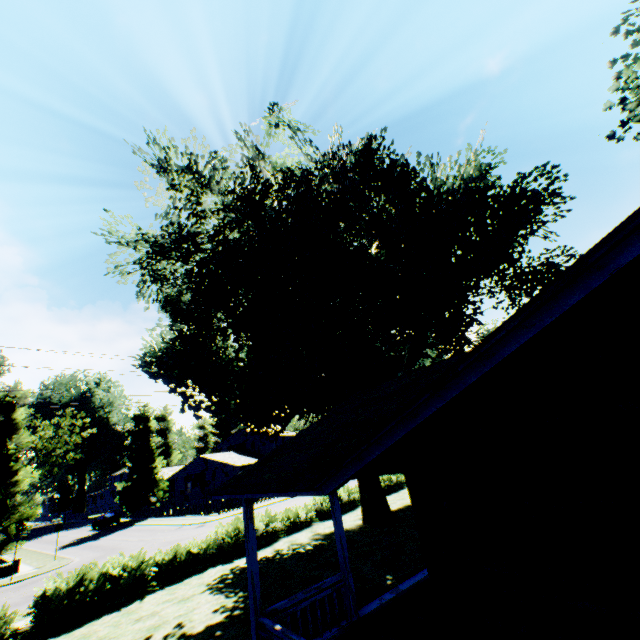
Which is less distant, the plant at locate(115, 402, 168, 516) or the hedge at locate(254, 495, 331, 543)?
the hedge at locate(254, 495, 331, 543)

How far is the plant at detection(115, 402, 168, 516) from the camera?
44.8m

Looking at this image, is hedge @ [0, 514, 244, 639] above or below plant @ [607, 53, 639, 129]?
below

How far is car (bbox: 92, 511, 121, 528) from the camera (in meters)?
41.01

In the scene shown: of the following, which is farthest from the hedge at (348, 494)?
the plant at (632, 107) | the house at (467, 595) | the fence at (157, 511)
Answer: the fence at (157, 511)

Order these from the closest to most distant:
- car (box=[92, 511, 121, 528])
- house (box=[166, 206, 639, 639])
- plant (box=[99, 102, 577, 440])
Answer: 1. house (box=[166, 206, 639, 639])
2. plant (box=[99, 102, 577, 440])
3. car (box=[92, 511, 121, 528])

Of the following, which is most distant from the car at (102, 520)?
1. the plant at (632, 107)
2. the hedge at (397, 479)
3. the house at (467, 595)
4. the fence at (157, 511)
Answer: the house at (467, 595)

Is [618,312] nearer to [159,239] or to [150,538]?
[159,239]
